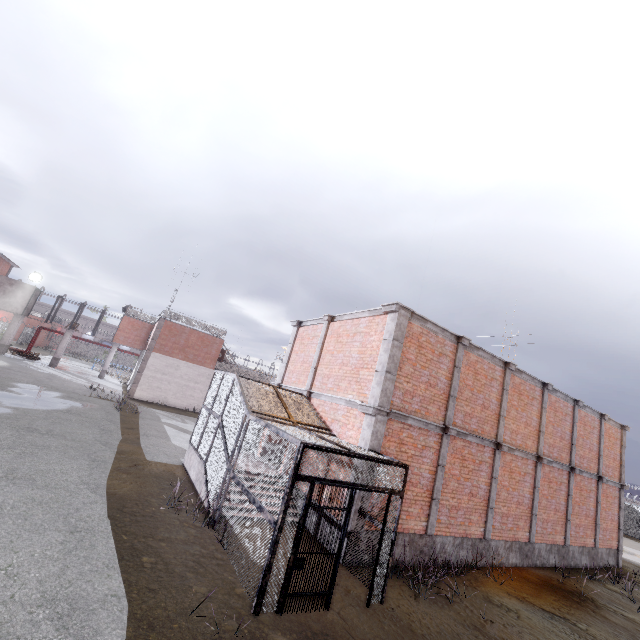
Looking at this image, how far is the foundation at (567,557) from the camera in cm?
937

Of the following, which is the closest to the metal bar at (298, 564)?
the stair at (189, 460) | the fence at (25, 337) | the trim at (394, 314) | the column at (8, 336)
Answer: the trim at (394, 314)

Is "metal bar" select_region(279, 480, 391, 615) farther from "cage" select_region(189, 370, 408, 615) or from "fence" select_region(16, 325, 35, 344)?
"fence" select_region(16, 325, 35, 344)

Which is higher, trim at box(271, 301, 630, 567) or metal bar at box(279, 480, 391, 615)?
trim at box(271, 301, 630, 567)

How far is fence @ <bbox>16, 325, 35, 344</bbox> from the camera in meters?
47.2

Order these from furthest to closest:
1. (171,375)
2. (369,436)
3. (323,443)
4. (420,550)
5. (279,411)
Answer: (171,375) < (279,411) < (420,550) < (369,436) < (323,443)

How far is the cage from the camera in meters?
5.9

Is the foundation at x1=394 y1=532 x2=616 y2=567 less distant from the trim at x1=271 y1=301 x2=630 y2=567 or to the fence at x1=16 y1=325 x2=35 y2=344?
the trim at x1=271 y1=301 x2=630 y2=567
